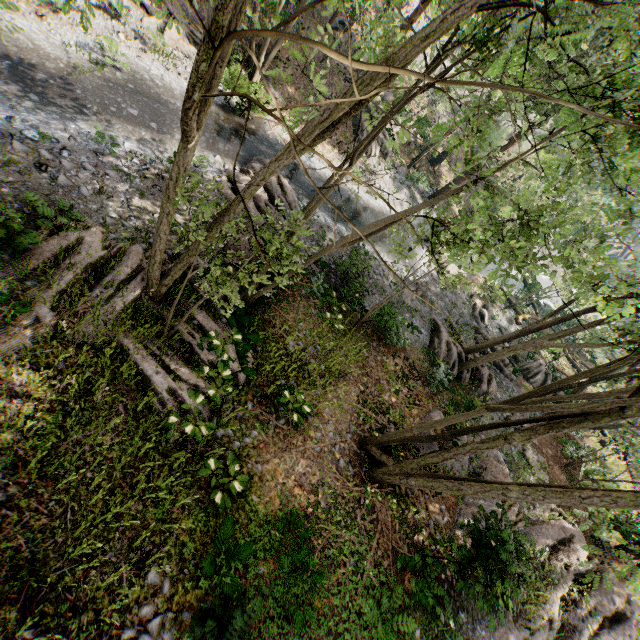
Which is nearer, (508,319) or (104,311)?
(104,311)

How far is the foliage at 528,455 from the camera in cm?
1727

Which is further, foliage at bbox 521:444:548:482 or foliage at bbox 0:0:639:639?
foliage at bbox 521:444:548:482

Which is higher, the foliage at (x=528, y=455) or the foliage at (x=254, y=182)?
the foliage at (x=528, y=455)

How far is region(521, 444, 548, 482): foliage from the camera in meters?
17.3 m

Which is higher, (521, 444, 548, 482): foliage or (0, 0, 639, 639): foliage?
(521, 444, 548, 482): foliage
